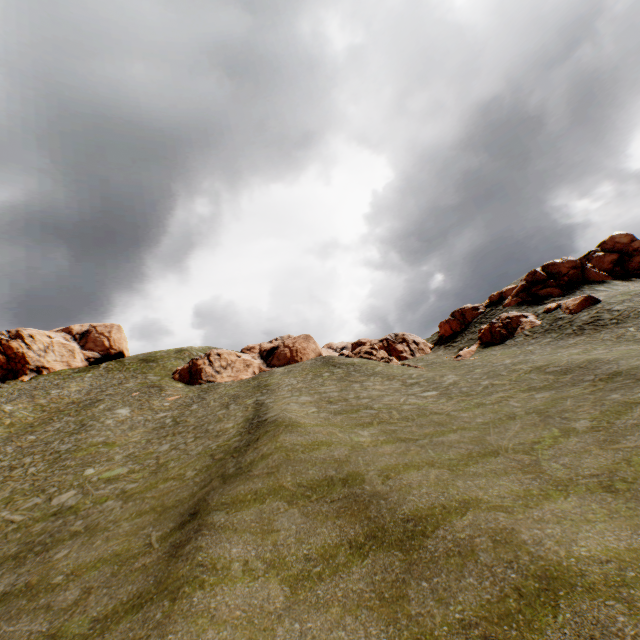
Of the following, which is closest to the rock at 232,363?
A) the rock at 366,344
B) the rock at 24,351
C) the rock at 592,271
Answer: the rock at 366,344

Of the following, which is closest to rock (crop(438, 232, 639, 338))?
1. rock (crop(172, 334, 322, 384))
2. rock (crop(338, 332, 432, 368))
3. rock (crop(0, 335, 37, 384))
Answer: rock (crop(338, 332, 432, 368))

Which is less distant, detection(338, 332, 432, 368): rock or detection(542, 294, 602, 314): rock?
detection(542, 294, 602, 314): rock

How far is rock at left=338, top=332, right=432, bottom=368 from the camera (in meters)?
42.21

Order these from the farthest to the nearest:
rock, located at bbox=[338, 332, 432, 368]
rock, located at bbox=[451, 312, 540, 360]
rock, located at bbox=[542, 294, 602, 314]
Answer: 1. rock, located at bbox=[338, 332, 432, 368]
2. rock, located at bbox=[451, 312, 540, 360]
3. rock, located at bbox=[542, 294, 602, 314]

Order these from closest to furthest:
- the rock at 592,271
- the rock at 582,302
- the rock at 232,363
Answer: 1. the rock at 582,302
2. the rock at 592,271
3. the rock at 232,363

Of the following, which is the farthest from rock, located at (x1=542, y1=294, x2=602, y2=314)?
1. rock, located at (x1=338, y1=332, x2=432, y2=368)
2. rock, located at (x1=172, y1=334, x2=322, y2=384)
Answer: rock, located at (x1=172, y1=334, x2=322, y2=384)

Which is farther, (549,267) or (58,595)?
(549,267)
